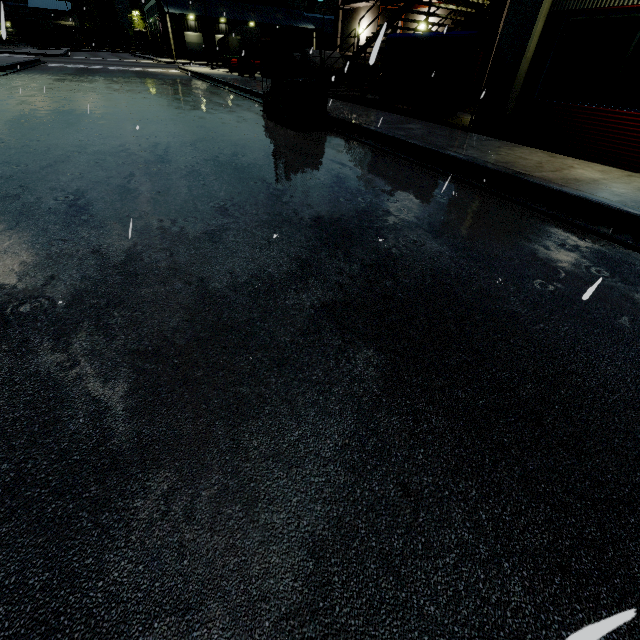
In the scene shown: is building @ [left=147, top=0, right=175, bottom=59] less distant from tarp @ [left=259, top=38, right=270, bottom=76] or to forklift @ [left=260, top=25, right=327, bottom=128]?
tarp @ [left=259, top=38, right=270, bottom=76]

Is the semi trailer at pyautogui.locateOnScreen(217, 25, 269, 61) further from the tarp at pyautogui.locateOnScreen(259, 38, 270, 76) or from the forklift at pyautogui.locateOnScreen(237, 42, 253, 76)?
the forklift at pyautogui.locateOnScreen(237, 42, 253, 76)

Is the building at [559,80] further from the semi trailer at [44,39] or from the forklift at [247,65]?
the forklift at [247,65]

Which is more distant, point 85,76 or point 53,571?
point 85,76

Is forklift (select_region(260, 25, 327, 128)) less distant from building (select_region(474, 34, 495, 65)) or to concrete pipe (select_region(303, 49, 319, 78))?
building (select_region(474, 34, 495, 65))

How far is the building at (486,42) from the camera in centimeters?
1575cm

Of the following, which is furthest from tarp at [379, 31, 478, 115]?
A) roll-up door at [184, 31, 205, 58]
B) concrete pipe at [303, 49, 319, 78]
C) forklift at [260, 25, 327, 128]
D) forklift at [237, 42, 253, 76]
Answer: forklift at [237, 42, 253, 76]

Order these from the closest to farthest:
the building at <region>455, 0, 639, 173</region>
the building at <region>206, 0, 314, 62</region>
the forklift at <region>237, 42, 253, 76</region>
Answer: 1. the building at <region>455, 0, 639, 173</region>
2. the forklift at <region>237, 42, 253, 76</region>
3. the building at <region>206, 0, 314, 62</region>
